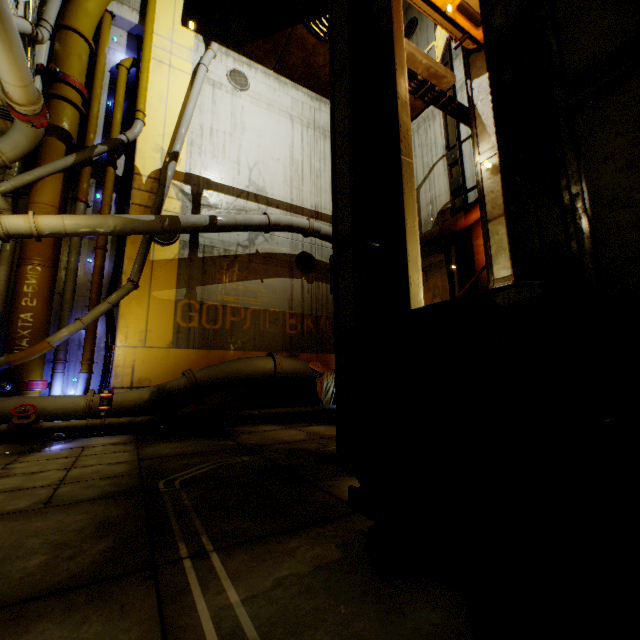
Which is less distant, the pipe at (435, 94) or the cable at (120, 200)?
the pipe at (435, 94)

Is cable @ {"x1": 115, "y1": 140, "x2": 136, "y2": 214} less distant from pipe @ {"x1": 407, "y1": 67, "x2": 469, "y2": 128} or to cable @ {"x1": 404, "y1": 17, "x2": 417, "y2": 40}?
pipe @ {"x1": 407, "y1": 67, "x2": 469, "y2": 128}

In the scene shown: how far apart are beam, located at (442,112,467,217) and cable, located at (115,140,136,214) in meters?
10.1 m

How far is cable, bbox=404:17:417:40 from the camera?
13.4 meters

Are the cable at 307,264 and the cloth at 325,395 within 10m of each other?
yes

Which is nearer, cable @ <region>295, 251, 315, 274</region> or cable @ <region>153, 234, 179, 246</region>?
cable @ <region>153, 234, 179, 246</region>

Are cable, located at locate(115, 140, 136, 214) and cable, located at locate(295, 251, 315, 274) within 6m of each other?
yes

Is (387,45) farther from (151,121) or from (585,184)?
(151,121)
